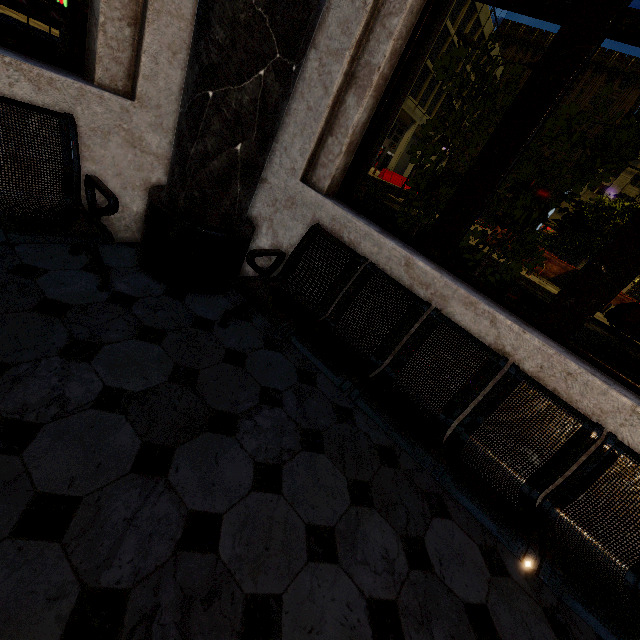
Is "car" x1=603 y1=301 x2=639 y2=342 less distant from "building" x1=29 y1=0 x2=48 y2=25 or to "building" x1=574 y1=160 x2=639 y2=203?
"building" x1=29 y1=0 x2=48 y2=25

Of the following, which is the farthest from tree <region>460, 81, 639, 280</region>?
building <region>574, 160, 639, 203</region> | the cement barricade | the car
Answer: the cement barricade

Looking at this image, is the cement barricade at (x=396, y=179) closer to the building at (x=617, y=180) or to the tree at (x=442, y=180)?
the building at (x=617, y=180)

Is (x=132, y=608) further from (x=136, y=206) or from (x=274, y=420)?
(x=136, y=206)

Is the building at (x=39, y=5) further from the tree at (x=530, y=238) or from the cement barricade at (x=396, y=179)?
the cement barricade at (x=396, y=179)

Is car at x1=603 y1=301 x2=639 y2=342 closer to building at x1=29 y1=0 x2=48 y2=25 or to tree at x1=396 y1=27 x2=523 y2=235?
tree at x1=396 y1=27 x2=523 y2=235

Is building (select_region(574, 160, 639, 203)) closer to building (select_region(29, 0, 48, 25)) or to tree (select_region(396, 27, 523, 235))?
building (select_region(29, 0, 48, 25))
